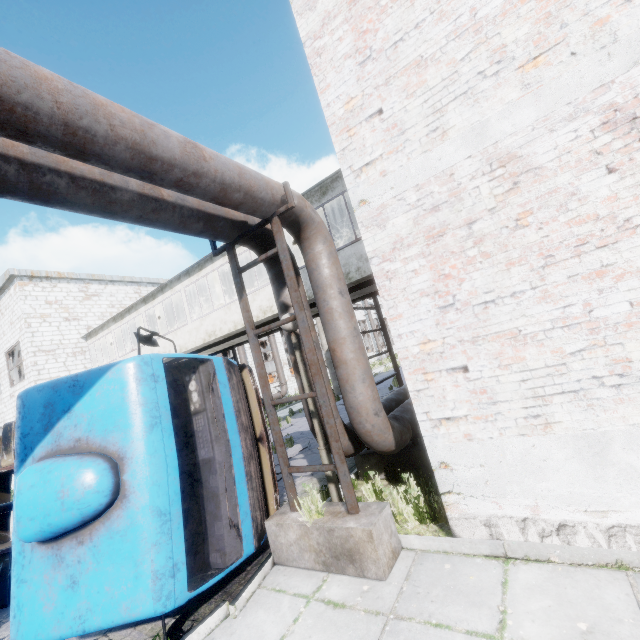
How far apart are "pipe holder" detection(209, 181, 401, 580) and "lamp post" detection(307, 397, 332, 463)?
0.20m

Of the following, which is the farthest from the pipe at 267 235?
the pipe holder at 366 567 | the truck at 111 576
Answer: the truck at 111 576

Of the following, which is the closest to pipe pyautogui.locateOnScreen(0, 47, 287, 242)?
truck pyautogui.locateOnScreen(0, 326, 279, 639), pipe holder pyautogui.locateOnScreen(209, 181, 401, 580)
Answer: pipe holder pyautogui.locateOnScreen(209, 181, 401, 580)

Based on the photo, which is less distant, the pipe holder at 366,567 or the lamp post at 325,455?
the pipe holder at 366,567

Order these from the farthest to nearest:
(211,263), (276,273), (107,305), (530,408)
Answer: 1. (107,305)
2. (211,263)
3. (276,273)
4. (530,408)

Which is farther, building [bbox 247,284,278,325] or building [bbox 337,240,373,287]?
building [bbox 247,284,278,325]

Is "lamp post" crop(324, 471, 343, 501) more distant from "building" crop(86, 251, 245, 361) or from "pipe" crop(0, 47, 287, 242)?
"building" crop(86, 251, 245, 361)
